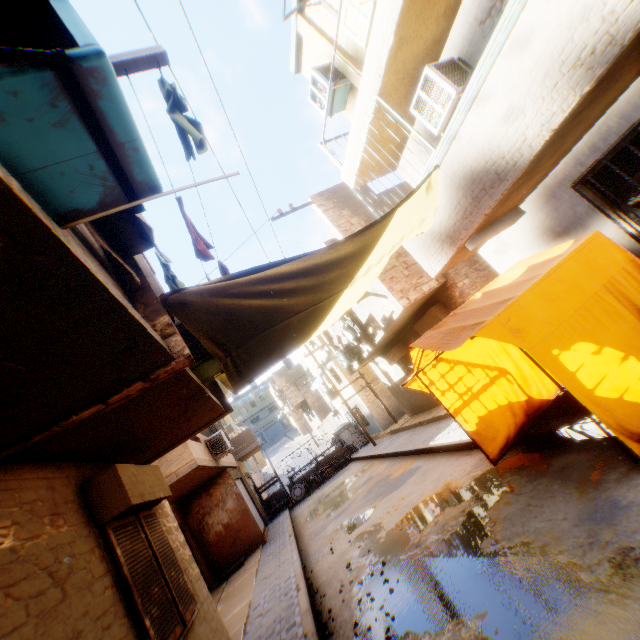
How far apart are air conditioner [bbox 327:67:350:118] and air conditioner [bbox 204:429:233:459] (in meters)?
11.02

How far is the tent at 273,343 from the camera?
4.2 meters

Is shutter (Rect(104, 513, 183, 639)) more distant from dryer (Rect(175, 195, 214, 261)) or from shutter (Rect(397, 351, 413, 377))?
shutter (Rect(397, 351, 413, 377))

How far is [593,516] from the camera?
3.45m

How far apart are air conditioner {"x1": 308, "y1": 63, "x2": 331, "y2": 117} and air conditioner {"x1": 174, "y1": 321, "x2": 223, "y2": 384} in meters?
6.1 m

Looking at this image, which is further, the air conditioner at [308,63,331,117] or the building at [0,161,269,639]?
the air conditioner at [308,63,331,117]

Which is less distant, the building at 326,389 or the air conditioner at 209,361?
the air conditioner at 209,361

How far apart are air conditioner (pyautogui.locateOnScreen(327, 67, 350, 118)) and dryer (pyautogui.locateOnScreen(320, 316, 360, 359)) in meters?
7.0 m
